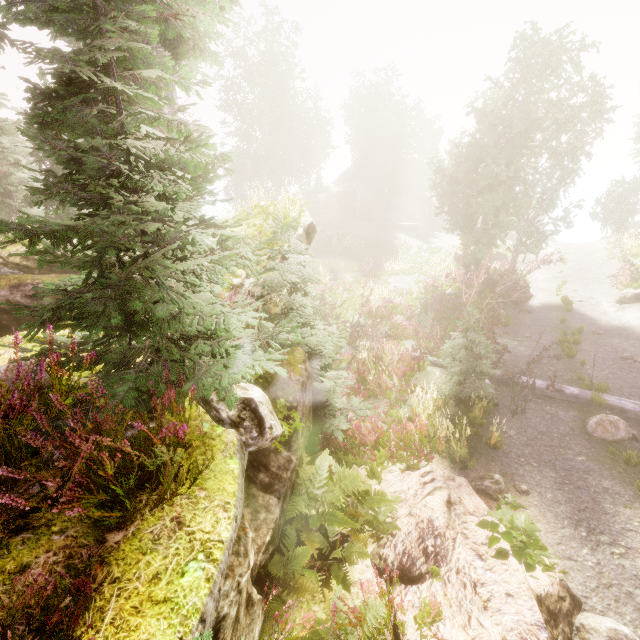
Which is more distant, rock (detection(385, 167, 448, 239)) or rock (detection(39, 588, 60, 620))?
rock (detection(385, 167, 448, 239))

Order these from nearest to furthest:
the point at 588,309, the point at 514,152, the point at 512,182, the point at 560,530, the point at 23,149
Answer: the point at 560,530 → the point at 23,149 → the point at 588,309 → the point at 512,182 → the point at 514,152

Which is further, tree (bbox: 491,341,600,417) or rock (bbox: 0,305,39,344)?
tree (bbox: 491,341,600,417)

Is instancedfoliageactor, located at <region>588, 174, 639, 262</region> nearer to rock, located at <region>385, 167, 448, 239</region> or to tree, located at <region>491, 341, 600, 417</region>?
tree, located at <region>491, 341, 600, 417</region>

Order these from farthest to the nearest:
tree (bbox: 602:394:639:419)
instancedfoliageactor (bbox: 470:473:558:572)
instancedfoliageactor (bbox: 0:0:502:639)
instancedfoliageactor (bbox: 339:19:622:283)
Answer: instancedfoliageactor (bbox: 339:19:622:283)
tree (bbox: 602:394:639:419)
instancedfoliageactor (bbox: 470:473:558:572)
instancedfoliageactor (bbox: 0:0:502:639)

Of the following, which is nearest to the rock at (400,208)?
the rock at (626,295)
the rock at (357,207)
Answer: the rock at (357,207)

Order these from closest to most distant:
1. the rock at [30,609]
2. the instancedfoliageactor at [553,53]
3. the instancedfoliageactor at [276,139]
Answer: the rock at [30,609], the instancedfoliageactor at [276,139], the instancedfoliageactor at [553,53]

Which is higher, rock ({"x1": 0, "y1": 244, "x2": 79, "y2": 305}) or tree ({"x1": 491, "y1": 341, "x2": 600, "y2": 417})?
rock ({"x1": 0, "y1": 244, "x2": 79, "y2": 305})
